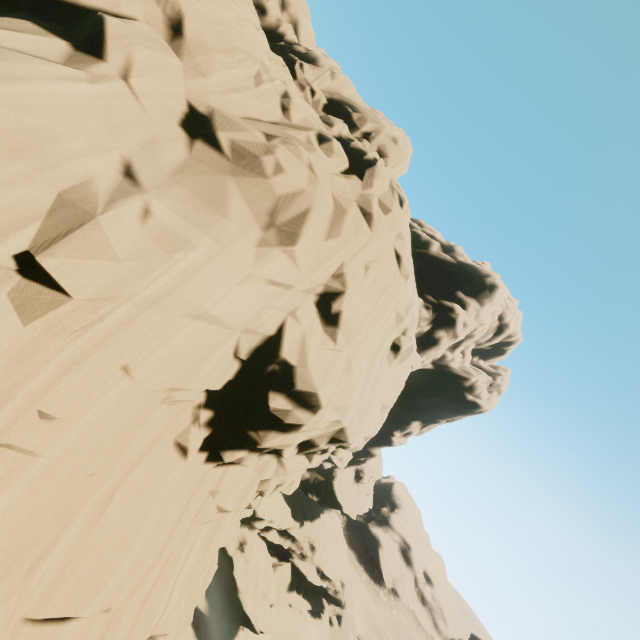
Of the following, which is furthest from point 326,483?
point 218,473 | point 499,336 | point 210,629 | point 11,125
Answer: point 11,125
